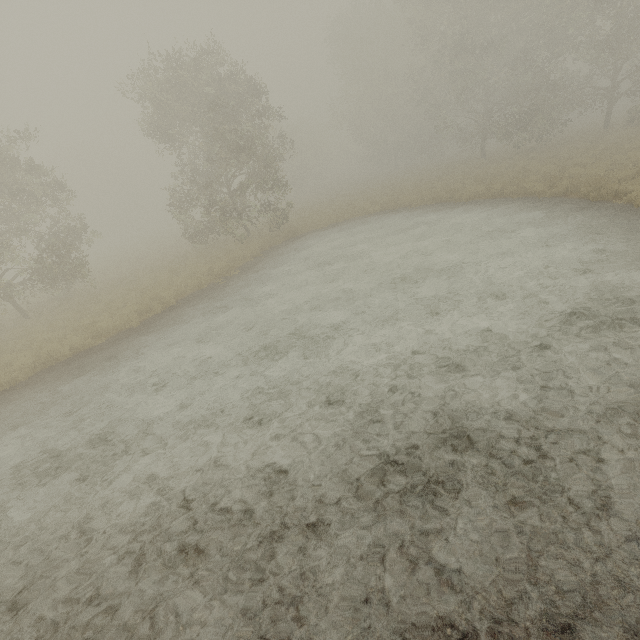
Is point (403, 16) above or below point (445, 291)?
above
